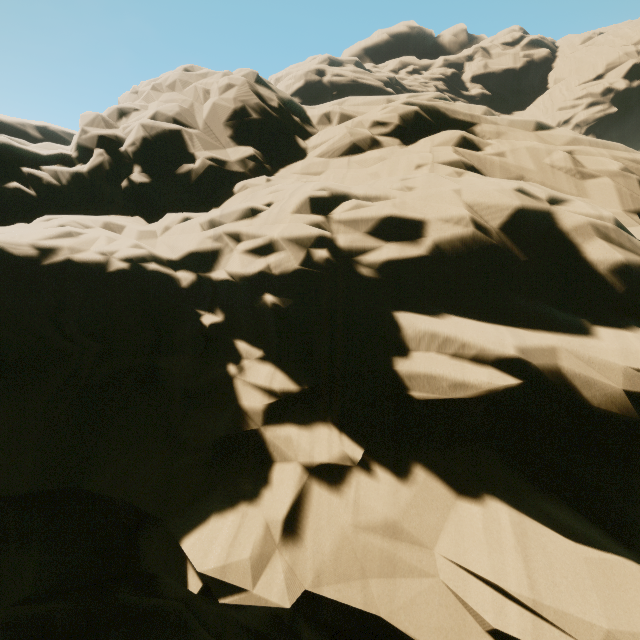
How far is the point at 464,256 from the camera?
6.69m
